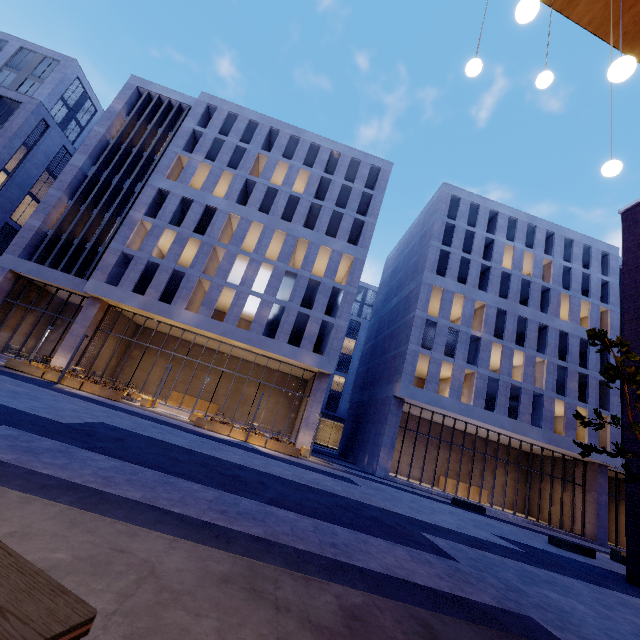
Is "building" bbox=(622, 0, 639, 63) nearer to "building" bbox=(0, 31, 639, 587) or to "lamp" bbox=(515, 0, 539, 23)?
"lamp" bbox=(515, 0, 539, 23)

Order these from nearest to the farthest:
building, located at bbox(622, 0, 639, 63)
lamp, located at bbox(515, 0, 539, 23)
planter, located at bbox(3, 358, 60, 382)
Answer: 1. lamp, located at bbox(515, 0, 539, 23)
2. building, located at bbox(622, 0, 639, 63)
3. planter, located at bbox(3, 358, 60, 382)

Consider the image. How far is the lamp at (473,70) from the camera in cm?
402

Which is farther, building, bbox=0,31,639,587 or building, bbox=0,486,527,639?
building, bbox=0,31,639,587

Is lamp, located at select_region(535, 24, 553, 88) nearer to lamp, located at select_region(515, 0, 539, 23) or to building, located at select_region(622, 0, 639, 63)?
lamp, located at select_region(515, 0, 539, 23)

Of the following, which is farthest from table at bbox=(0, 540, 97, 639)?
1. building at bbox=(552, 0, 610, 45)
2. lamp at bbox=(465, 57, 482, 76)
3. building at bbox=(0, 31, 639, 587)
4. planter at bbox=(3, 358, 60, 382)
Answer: building at bbox=(0, 31, 639, 587)

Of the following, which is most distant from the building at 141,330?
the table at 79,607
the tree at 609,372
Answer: the table at 79,607

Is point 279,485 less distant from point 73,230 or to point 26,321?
point 73,230
